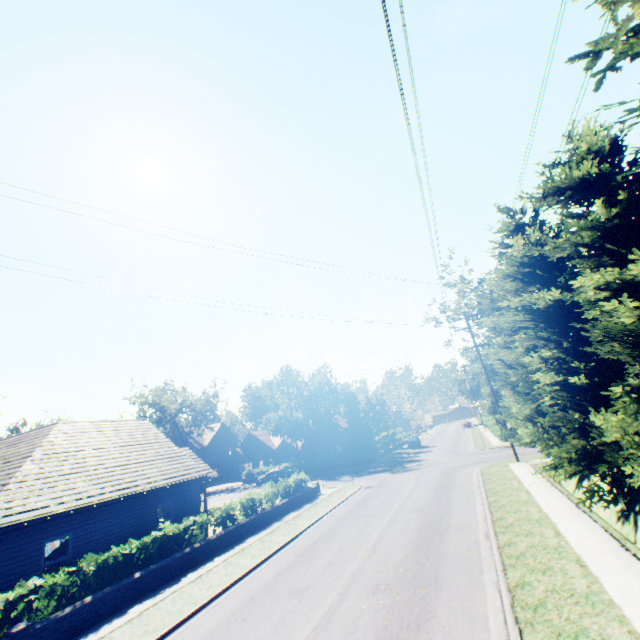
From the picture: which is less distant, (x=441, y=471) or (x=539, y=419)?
(x=539, y=419)

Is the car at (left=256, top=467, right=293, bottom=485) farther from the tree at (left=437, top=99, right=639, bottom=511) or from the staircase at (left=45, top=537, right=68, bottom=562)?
the staircase at (left=45, top=537, right=68, bottom=562)

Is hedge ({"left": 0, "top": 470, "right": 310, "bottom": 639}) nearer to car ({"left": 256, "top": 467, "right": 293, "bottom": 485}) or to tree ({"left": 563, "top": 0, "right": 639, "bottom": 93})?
tree ({"left": 563, "top": 0, "right": 639, "bottom": 93})

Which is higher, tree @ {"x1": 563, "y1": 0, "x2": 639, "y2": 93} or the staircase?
tree @ {"x1": 563, "y1": 0, "x2": 639, "y2": 93}

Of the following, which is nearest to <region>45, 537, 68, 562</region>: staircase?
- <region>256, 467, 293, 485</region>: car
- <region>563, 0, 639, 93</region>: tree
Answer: <region>563, 0, 639, 93</region>: tree

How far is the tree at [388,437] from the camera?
43.53m

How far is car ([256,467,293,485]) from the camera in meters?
39.9

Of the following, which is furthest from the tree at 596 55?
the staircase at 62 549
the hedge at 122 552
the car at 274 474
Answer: the staircase at 62 549
